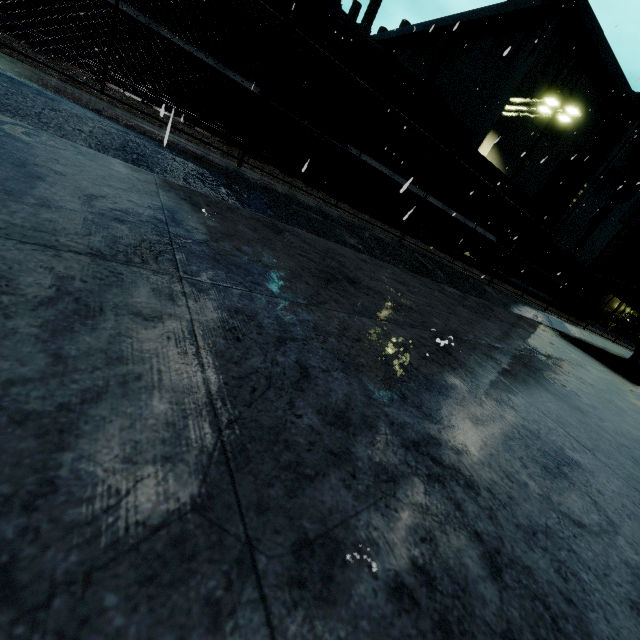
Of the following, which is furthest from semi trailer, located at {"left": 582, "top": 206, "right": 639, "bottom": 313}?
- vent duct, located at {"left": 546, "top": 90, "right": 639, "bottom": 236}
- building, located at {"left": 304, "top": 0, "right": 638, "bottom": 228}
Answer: vent duct, located at {"left": 546, "top": 90, "right": 639, "bottom": 236}

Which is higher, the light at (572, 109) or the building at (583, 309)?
the light at (572, 109)

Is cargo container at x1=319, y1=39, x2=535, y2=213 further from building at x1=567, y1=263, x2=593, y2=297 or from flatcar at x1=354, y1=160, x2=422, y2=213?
building at x1=567, y1=263, x2=593, y2=297

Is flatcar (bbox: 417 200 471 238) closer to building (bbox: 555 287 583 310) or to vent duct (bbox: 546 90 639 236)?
building (bbox: 555 287 583 310)

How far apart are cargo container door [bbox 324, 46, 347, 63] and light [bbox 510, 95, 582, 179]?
15.2 meters

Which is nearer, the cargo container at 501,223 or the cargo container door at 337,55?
the cargo container door at 337,55

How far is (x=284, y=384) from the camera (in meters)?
0.69

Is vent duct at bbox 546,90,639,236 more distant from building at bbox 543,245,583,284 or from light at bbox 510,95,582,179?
light at bbox 510,95,582,179
